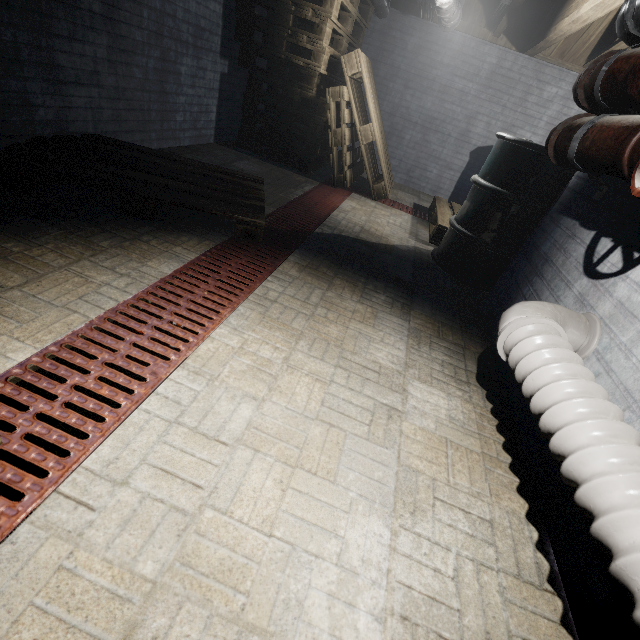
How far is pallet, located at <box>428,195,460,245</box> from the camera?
3.2 meters

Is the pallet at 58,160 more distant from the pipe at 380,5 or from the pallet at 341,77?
the pipe at 380,5

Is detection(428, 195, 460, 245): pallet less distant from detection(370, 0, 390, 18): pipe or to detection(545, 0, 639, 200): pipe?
detection(545, 0, 639, 200): pipe

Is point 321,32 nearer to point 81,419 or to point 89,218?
point 89,218

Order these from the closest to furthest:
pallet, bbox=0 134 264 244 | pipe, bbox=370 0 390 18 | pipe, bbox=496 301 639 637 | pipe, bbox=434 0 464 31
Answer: pipe, bbox=496 301 639 637 → pallet, bbox=0 134 264 244 → pipe, bbox=434 0 464 31 → pipe, bbox=370 0 390 18

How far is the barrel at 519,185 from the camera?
2.2 meters

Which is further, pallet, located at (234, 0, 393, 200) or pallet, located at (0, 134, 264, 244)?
pallet, located at (234, 0, 393, 200)

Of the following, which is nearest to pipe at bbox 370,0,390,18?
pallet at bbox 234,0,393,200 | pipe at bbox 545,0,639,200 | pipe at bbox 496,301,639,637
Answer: pallet at bbox 234,0,393,200
